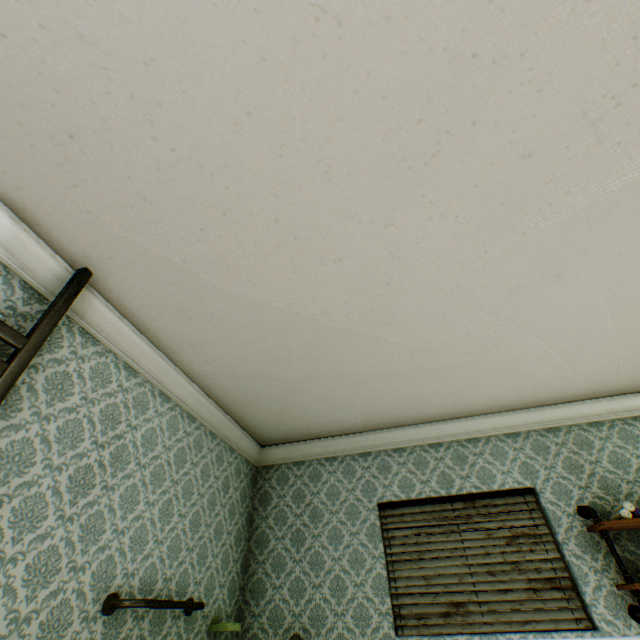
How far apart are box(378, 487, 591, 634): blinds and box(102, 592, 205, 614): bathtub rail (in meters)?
1.85

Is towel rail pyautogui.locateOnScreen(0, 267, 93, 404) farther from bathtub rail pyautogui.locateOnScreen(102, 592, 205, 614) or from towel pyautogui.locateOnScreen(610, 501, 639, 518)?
towel pyautogui.locateOnScreen(610, 501, 639, 518)

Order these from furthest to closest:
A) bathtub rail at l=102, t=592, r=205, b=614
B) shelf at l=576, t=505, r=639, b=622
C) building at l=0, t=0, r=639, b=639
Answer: shelf at l=576, t=505, r=639, b=622 → bathtub rail at l=102, t=592, r=205, b=614 → building at l=0, t=0, r=639, b=639

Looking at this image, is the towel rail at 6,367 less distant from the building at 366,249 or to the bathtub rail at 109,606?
the building at 366,249

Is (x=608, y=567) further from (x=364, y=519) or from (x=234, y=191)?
(x=234, y=191)

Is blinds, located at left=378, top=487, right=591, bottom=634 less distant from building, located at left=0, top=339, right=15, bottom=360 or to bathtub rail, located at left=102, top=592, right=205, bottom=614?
building, located at left=0, top=339, right=15, bottom=360

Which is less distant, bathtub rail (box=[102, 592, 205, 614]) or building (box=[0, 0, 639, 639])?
building (box=[0, 0, 639, 639])

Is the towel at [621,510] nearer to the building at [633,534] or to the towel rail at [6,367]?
the building at [633,534]
